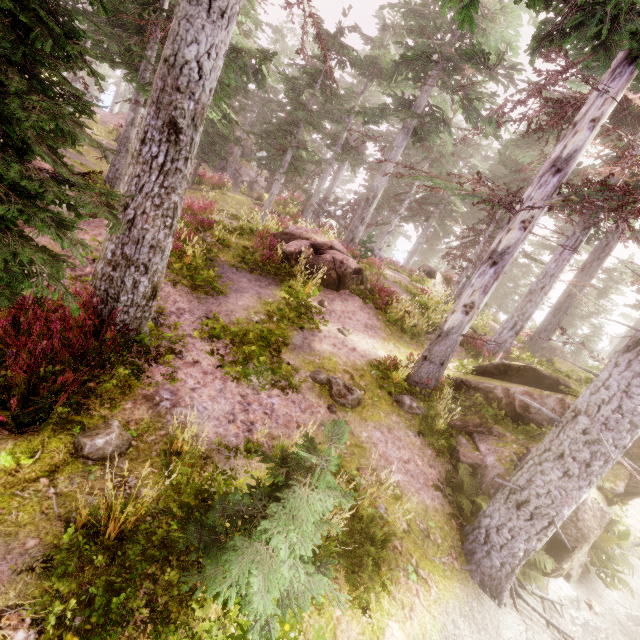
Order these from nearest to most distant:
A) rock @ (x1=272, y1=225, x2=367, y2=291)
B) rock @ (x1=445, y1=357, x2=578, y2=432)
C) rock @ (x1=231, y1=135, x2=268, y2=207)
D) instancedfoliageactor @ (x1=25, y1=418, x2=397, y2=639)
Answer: instancedfoliageactor @ (x1=25, y1=418, x2=397, y2=639)
rock @ (x1=445, y1=357, x2=578, y2=432)
rock @ (x1=272, y1=225, x2=367, y2=291)
rock @ (x1=231, y1=135, x2=268, y2=207)

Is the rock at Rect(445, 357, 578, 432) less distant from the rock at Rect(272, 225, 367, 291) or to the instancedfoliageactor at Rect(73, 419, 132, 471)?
the instancedfoliageactor at Rect(73, 419, 132, 471)

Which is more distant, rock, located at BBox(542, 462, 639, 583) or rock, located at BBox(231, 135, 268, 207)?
rock, located at BBox(231, 135, 268, 207)

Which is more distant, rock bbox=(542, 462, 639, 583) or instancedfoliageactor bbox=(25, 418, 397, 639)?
rock bbox=(542, 462, 639, 583)

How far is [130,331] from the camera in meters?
5.9

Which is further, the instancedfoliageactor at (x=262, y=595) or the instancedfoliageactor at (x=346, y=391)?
the instancedfoliageactor at (x=346, y=391)

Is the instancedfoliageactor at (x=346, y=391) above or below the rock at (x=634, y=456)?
below

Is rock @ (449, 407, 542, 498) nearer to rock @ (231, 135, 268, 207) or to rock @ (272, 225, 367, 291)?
rock @ (272, 225, 367, 291)
